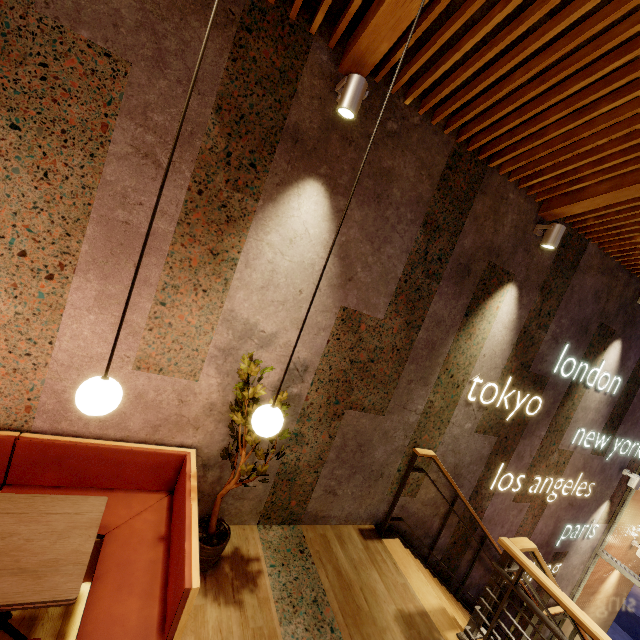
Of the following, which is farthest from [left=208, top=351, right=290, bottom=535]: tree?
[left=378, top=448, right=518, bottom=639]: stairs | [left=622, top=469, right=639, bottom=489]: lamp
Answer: [left=622, top=469, right=639, bottom=489]: lamp

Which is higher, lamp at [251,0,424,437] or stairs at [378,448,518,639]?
lamp at [251,0,424,437]

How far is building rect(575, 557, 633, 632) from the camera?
6.9 meters

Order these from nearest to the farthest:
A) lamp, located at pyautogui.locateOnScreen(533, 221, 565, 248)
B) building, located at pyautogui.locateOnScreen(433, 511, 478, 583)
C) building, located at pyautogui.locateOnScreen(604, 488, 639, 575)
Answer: lamp, located at pyautogui.locateOnScreen(533, 221, 565, 248), building, located at pyautogui.locateOnScreen(433, 511, 478, 583), building, located at pyautogui.locateOnScreen(604, 488, 639, 575)

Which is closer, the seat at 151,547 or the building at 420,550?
the seat at 151,547

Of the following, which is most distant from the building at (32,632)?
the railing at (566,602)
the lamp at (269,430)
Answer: the lamp at (269,430)

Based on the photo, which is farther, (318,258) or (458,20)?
(318,258)

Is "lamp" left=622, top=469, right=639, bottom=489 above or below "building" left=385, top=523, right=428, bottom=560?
above
